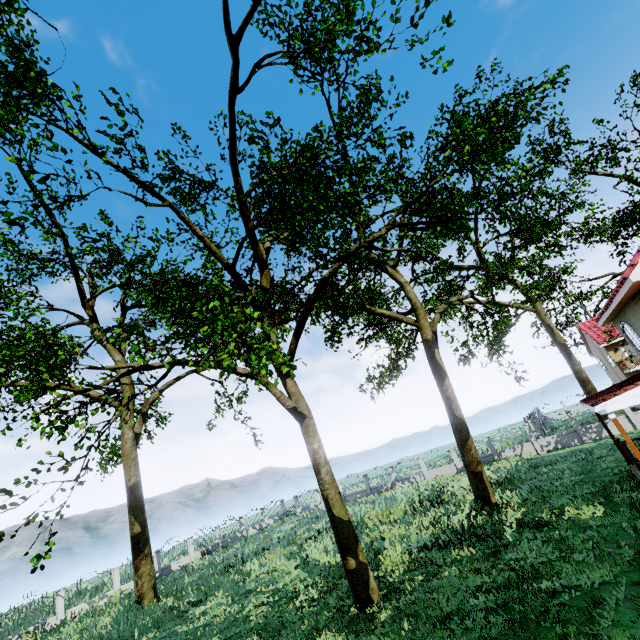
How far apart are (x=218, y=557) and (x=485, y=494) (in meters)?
21.68

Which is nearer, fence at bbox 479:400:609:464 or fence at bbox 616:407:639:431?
fence at bbox 616:407:639:431

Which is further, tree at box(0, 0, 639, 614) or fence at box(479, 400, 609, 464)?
fence at box(479, 400, 609, 464)

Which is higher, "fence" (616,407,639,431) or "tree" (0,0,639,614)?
"tree" (0,0,639,614)

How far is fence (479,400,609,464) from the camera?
23.8 meters

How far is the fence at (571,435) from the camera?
23.84m

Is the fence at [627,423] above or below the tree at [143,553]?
below
